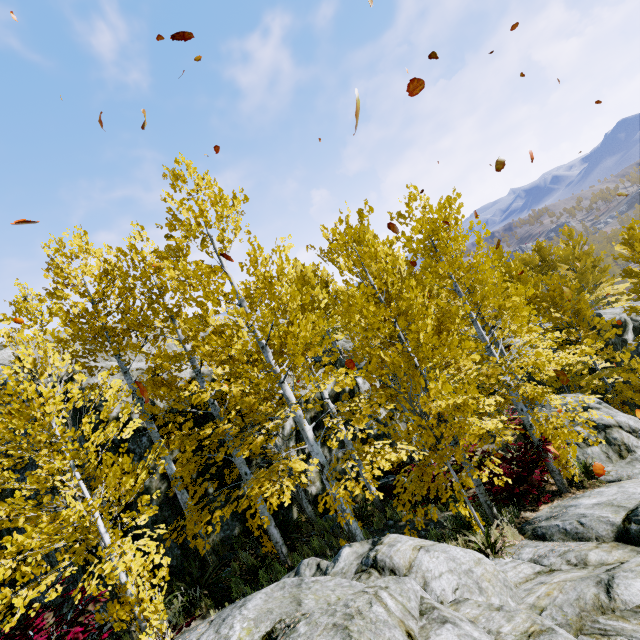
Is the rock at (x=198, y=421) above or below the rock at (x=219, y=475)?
above

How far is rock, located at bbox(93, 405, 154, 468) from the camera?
8.89m

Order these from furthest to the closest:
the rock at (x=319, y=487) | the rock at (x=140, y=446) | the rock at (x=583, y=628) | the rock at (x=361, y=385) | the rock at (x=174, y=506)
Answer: the rock at (x=361, y=385)
the rock at (x=319, y=487)
the rock at (x=140, y=446)
the rock at (x=174, y=506)
the rock at (x=583, y=628)

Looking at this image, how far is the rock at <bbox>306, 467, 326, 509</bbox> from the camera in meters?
10.7 m

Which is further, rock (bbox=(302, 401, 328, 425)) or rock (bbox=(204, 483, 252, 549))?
rock (bbox=(302, 401, 328, 425))

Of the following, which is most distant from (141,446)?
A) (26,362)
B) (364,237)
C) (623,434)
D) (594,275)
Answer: (594,275)

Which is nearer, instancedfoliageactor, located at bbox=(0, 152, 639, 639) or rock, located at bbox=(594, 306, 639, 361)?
instancedfoliageactor, located at bbox=(0, 152, 639, 639)
